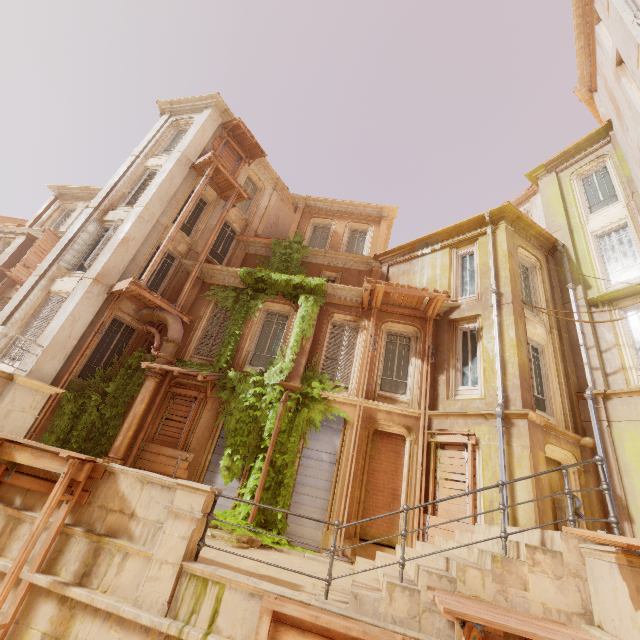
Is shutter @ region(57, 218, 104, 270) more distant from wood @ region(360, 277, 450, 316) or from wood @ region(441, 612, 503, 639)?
wood @ region(441, 612, 503, 639)

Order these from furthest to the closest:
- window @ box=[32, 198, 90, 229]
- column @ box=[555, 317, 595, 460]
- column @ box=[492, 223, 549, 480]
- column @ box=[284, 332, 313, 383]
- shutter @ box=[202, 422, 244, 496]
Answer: window @ box=[32, 198, 90, 229], column @ box=[284, 332, 313, 383], shutter @ box=[202, 422, 244, 496], column @ box=[555, 317, 595, 460], column @ box=[492, 223, 549, 480]

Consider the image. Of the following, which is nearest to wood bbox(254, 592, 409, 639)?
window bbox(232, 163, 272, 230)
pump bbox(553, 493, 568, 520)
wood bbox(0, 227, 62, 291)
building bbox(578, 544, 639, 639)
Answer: building bbox(578, 544, 639, 639)

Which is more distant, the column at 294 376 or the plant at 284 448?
the column at 294 376

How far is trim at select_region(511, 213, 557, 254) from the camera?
13.2 meters

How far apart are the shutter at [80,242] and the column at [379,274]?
Result: 12.38m

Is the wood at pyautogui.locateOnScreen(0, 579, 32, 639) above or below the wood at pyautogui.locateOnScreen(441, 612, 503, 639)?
below

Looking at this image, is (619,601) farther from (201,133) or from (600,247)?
(201,133)
